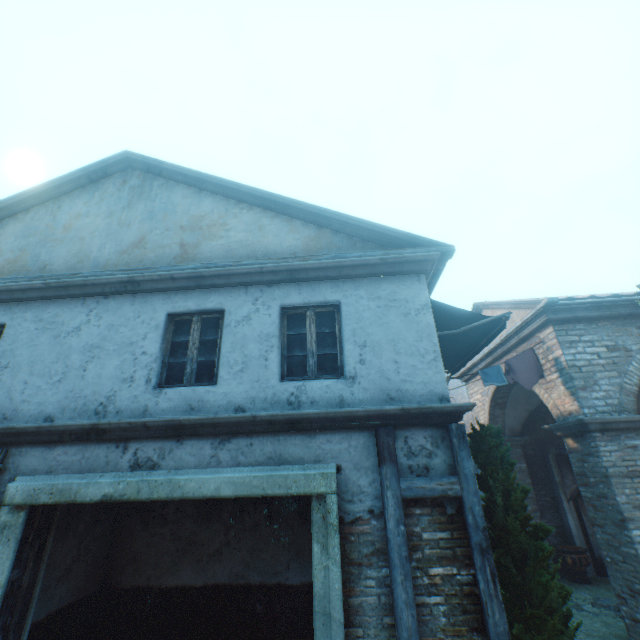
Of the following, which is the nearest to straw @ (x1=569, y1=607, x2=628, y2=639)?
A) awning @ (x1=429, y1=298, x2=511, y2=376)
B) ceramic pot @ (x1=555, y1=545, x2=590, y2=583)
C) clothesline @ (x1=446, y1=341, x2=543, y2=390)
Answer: ceramic pot @ (x1=555, y1=545, x2=590, y2=583)

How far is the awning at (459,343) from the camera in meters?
6.2 m

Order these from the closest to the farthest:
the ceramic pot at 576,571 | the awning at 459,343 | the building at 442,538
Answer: the building at 442,538, the awning at 459,343, the ceramic pot at 576,571

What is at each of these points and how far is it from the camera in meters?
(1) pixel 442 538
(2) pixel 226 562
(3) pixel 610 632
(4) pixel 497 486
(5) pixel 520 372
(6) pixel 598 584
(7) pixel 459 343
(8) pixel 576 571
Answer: (1) building, 4.0
(2) building, 6.1
(3) straw, 6.5
(4) tree, 4.4
(5) clothesline, 7.6
(6) straw, 9.0
(7) awning, 7.7
(8) ceramic pot, 9.2

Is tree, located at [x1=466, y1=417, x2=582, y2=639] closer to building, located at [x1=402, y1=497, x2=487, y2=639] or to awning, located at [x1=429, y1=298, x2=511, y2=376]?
building, located at [x1=402, y1=497, x2=487, y2=639]

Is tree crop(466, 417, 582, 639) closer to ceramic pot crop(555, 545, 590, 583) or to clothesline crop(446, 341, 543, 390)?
clothesline crop(446, 341, 543, 390)

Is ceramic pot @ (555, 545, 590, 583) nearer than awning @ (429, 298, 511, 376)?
No
